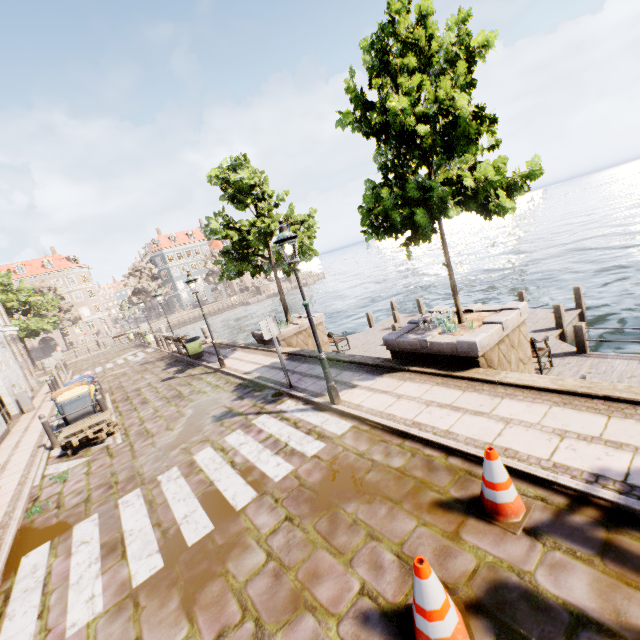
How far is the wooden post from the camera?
10.60m

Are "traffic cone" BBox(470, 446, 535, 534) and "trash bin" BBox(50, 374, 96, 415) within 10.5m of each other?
no

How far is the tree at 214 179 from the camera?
11.8m

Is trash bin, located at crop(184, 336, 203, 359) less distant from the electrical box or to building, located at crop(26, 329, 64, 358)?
building, located at crop(26, 329, 64, 358)

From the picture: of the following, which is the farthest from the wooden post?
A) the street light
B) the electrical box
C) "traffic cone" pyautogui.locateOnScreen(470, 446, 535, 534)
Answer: the electrical box

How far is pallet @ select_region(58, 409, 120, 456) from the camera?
8.58m

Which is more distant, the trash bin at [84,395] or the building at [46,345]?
the building at [46,345]

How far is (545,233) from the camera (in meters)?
40.28
